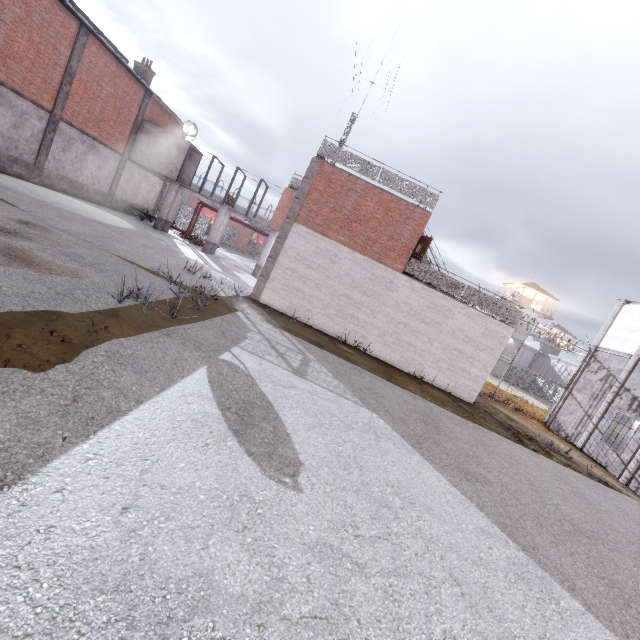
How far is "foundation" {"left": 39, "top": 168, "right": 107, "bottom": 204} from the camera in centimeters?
1933cm

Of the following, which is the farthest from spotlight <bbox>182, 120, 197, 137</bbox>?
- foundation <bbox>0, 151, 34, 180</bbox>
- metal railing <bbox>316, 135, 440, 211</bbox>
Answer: foundation <bbox>0, 151, 34, 180</bbox>

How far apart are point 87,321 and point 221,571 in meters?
4.8 m

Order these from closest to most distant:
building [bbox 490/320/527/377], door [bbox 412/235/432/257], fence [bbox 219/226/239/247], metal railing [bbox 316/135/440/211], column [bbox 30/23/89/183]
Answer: metal railing [bbox 316/135/440/211] < door [bbox 412/235/432/257] < column [bbox 30/23/89/183] < fence [bbox 219/226/239/247] < building [bbox 490/320/527/377]

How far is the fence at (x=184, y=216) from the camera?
34.09m

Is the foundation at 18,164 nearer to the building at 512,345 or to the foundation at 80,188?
the foundation at 80,188

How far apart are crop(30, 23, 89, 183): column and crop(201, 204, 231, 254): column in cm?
997

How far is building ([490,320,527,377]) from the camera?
50.7 meters
